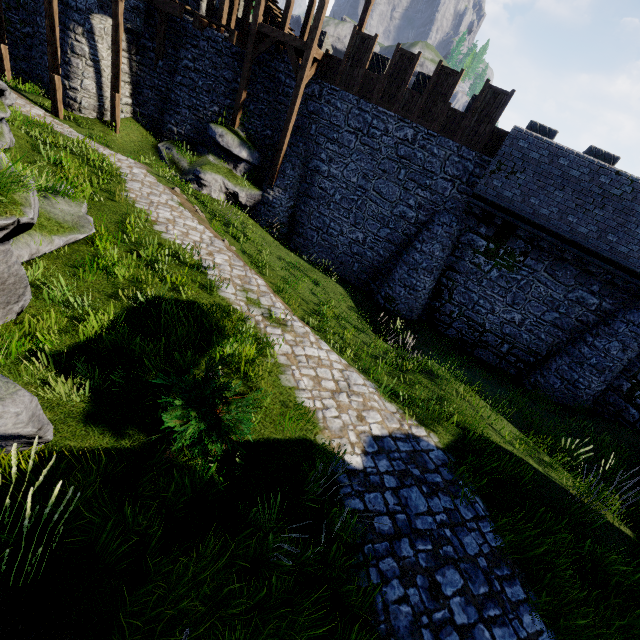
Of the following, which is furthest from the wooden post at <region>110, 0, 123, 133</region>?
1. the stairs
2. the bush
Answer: the bush

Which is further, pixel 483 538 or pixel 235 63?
pixel 235 63

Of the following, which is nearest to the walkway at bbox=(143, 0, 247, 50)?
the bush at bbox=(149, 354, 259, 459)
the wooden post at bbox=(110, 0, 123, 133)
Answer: the wooden post at bbox=(110, 0, 123, 133)

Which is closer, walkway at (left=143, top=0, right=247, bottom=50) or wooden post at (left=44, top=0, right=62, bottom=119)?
wooden post at (left=44, top=0, right=62, bottom=119)

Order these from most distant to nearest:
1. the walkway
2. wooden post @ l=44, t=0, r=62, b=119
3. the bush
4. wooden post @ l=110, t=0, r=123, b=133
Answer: the walkway < wooden post @ l=110, t=0, r=123, b=133 < wooden post @ l=44, t=0, r=62, b=119 < the bush

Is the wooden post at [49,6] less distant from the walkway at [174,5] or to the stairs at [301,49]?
the walkway at [174,5]

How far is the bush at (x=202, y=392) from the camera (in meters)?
3.92

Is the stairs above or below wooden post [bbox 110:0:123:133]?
above
